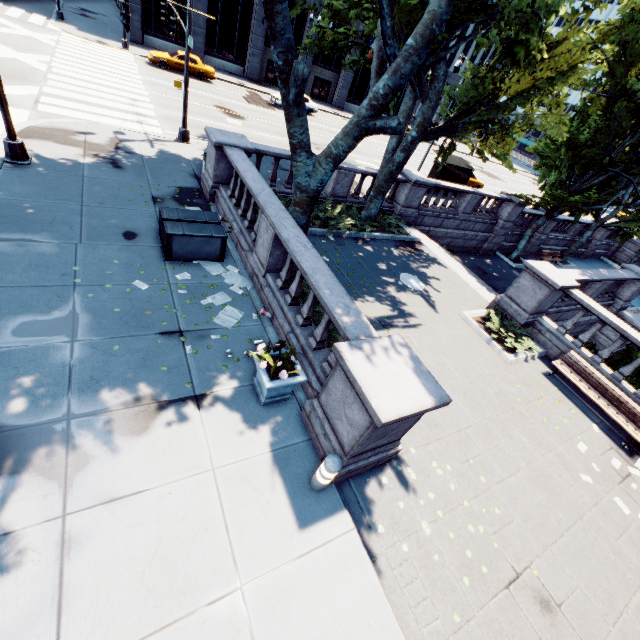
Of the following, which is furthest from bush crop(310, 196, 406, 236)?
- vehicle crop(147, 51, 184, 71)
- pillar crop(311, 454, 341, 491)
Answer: vehicle crop(147, 51, 184, 71)

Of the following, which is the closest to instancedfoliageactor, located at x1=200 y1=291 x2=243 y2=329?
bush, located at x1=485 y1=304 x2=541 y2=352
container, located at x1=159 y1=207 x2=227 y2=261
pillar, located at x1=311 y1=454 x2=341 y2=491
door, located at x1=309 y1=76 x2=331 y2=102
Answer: container, located at x1=159 y1=207 x2=227 y2=261

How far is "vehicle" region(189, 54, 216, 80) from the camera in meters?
27.0

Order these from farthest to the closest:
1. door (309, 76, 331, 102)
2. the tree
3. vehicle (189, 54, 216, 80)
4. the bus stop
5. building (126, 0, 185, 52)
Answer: door (309, 76, 331, 102) → building (126, 0, 185, 52) → vehicle (189, 54, 216, 80) → the bus stop → the tree

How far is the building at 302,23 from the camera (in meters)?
34.79

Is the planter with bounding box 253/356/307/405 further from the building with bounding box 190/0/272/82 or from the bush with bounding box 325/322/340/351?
the building with bounding box 190/0/272/82

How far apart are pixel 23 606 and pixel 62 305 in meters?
5.0 m

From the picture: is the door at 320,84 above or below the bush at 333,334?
above
